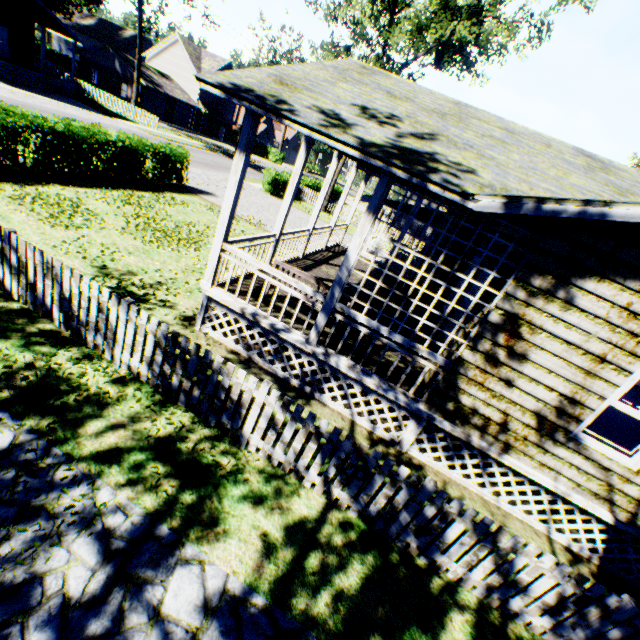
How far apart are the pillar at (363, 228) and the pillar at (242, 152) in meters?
2.3

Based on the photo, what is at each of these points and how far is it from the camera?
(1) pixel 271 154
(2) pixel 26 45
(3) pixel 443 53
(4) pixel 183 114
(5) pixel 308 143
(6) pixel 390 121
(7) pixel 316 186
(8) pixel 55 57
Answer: (1) hedge, 59.7 meters
(2) house, 29.0 meters
(3) tree, 25.2 meters
(4) garage door, 47.5 meters
(5) pillar, 7.5 meters
(6) flat, 5.6 meters
(7) hedge, 34.9 meters
(8) hedge, 49.6 meters

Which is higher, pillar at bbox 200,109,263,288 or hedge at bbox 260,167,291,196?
pillar at bbox 200,109,263,288

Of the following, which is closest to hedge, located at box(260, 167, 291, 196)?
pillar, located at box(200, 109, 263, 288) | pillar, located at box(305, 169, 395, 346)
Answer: pillar, located at box(200, 109, 263, 288)

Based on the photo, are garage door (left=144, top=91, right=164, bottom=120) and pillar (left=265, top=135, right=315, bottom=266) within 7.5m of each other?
no

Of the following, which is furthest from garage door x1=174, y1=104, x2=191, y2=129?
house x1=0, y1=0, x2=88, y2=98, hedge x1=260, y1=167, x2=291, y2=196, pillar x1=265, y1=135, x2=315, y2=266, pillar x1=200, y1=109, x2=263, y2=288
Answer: pillar x1=200, y1=109, x2=263, y2=288

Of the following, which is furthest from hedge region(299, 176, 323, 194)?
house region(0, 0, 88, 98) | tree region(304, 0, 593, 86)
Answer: house region(0, 0, 88, 98)

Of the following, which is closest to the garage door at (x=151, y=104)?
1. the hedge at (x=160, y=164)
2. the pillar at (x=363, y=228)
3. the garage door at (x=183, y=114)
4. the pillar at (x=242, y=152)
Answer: the garage door at (x=183, y=114)
